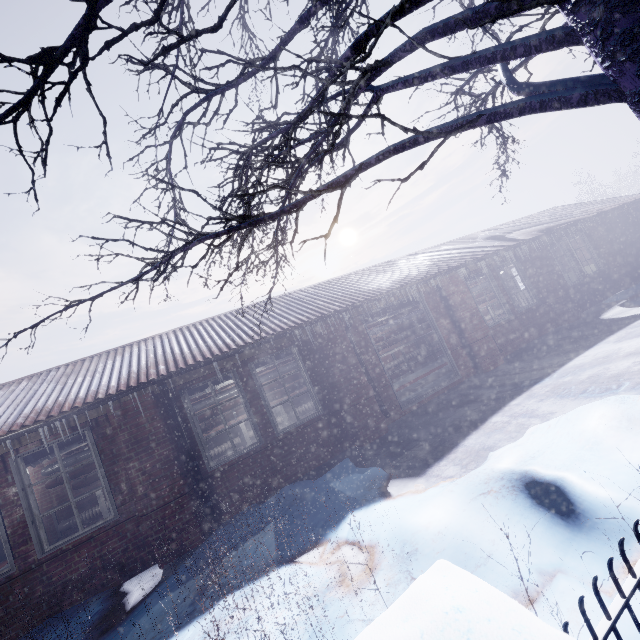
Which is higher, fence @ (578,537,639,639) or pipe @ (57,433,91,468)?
pipe @ (57,433,91,468)

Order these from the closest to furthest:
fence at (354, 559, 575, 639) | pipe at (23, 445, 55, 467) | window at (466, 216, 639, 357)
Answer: fence at (354, 559, 575, 639)
pipe at (23, 445, 55, 467)
window at (466, 216, 639, 357)

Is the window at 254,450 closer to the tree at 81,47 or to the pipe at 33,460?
the pipe at 33,460

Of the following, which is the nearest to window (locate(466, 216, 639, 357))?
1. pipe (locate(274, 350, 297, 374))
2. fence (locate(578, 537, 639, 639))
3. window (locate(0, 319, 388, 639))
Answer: pipe (locate(274, 350, 297, 374))

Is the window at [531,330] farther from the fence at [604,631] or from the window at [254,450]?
the fence at [604,631]

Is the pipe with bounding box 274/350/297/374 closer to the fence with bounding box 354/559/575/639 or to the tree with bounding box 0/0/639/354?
the tree with bounding box 0/0/639/354

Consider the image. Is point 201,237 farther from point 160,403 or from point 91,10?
point 160,403

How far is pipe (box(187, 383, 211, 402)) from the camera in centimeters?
552cm
